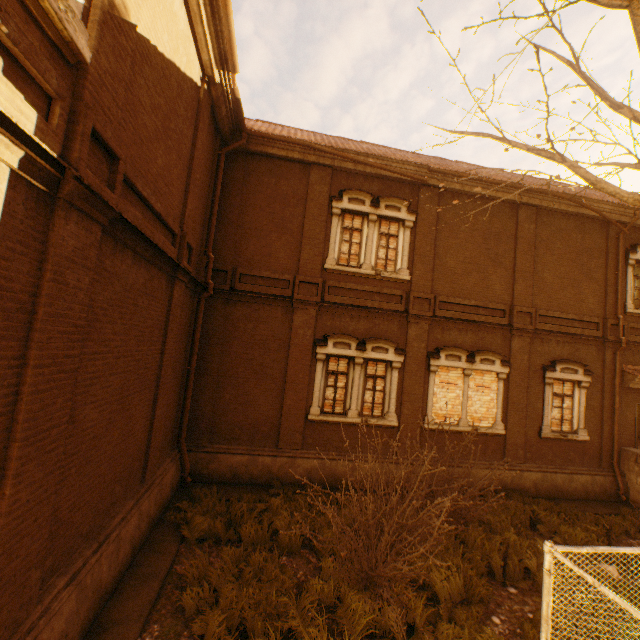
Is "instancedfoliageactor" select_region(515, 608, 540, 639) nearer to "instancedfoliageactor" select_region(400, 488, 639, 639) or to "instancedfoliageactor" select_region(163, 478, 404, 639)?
"instancedfoliageactor" select_region(400, 488, 639, 639)

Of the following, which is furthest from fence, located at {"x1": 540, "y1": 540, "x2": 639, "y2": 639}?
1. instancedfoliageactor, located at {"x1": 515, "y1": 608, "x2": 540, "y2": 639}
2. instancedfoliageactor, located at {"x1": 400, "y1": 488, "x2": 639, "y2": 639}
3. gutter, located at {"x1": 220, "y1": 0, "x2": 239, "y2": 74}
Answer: gutter, located at {"x1": 220, "y1": 0, "x2": 239, "y2": 74}

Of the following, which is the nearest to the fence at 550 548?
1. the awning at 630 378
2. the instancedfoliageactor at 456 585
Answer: the instancedfoliageactor at 456 585

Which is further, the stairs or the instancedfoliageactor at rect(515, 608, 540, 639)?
the stairs

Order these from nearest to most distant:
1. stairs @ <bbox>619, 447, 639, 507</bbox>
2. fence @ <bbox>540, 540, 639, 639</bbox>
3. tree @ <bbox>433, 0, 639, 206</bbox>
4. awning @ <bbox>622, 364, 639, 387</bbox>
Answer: fence @ <bbox>540, 540, 639, 639</bbox> → tree @ <bbox>433, 0, 639, 206</bbox> → stairs @ <bbox>619, 447, 639, 507</bbox> → awning @ <bbox>622, 364, 639, 387</bbox>

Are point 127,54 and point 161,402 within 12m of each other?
yes

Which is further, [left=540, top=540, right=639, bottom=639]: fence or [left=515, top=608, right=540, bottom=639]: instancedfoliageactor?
[left=515, top=608, right=540, bottom=639]: instancedfoliageactor

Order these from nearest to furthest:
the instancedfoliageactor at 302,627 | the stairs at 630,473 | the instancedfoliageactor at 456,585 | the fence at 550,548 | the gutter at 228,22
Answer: the fence at 550,548 < the instancedfoliageactor at 302,627 < the instancedfoliageactor at 456,585 < the gutter at 228,22 < the stairs at 630,473
